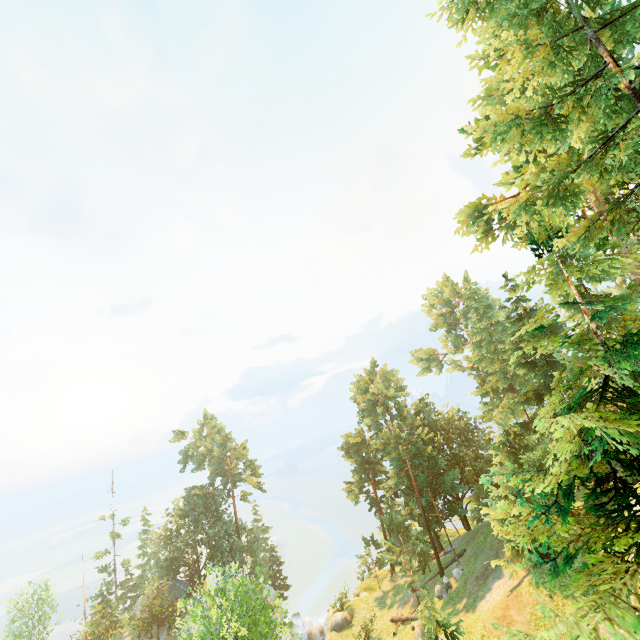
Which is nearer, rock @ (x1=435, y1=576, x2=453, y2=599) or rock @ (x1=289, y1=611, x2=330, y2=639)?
rock @ (x1=435, y1=576, x2=453, y2=599)

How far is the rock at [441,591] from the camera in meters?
27.8

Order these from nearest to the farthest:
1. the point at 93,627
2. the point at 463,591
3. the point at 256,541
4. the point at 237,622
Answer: the point at 237,622, the point at 463,591, the point at 93,627, the point at 256,541

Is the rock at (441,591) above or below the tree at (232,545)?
below

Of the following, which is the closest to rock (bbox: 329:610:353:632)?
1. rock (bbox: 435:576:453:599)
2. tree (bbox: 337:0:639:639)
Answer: tree (bbox: 337:0:639:639)

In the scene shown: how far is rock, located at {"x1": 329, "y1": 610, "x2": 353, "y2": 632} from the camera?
31.58m

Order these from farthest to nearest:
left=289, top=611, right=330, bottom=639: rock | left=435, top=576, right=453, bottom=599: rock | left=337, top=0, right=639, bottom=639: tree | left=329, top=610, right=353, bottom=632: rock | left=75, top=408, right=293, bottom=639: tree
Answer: left=289, top=611, right=330, bottom=639: rock → left=329, top=610, right=353, bottom=632: rock → left=435, top=576, right=453, bottom=599: rock → left=75, top=408, right=293, bottom=639: tree → left=337, top=0, right=639, bottom=639: tree

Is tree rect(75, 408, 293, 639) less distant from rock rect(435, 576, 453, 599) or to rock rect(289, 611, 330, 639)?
rock rect(435, 576, 453, 599)
